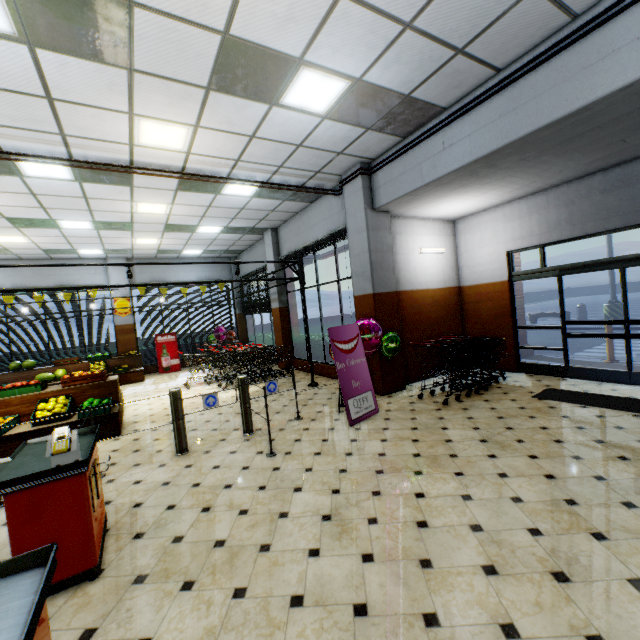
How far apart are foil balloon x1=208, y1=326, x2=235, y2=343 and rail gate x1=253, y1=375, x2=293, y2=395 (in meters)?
9.03

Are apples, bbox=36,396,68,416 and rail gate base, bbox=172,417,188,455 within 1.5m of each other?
no

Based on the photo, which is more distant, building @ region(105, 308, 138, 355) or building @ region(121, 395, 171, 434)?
building @ region(105, 308, 138, 355)

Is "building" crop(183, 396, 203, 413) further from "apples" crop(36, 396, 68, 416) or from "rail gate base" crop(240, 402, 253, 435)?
"apples" crop(36, 396, 68, 416)

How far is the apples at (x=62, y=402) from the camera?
5.7 meters

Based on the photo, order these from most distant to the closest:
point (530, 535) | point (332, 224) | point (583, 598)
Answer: point (332, 224) → point (530, 535) → point (583, 598)

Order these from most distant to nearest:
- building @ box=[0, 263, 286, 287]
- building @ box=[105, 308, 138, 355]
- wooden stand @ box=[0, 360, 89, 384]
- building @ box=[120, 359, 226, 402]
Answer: building @ box=[105, 308, 138, 355] < building @ box=[0, 263, 286, 287] < wooden stand @ box=[0, 360, 89, 384] < building @ box=[120, 359, 226, 402]

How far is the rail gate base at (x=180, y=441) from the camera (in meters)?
4.89
